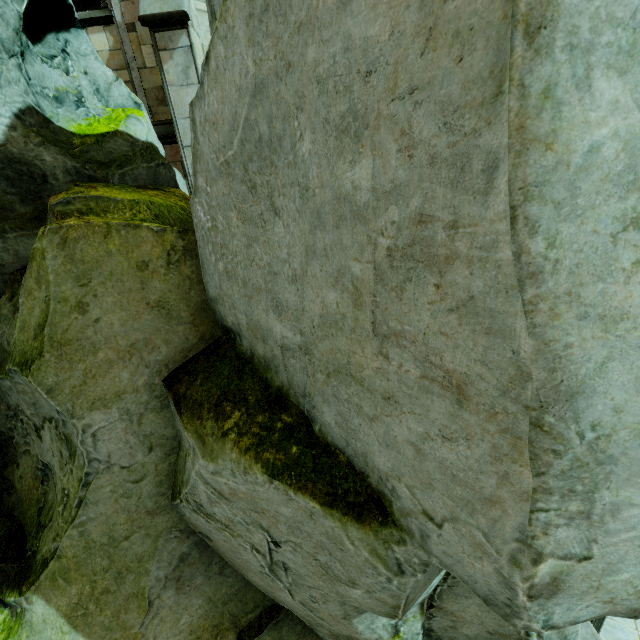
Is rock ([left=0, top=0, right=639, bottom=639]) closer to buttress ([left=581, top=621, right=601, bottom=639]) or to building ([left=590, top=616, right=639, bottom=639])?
building ([left=590, top=616, right=639, bottom=639])

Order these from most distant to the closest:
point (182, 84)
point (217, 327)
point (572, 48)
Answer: point (182, 84), point (217, 327), point (572, 48)

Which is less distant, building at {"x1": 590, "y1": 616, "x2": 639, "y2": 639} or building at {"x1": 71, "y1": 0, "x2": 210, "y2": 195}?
building at {"x1": 71, "y1": 0, "x2": 210, "y2": 195}

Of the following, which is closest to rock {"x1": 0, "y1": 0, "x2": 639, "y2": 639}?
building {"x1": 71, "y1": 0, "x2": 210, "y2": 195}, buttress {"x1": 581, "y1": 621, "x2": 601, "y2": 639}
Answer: building {"x1": 71, "y1": 0, "x2": 210, "y2": 195}

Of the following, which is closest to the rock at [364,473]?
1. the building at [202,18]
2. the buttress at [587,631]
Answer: the building at [202,18]

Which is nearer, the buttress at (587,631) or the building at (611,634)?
the buttress at (587,631)
